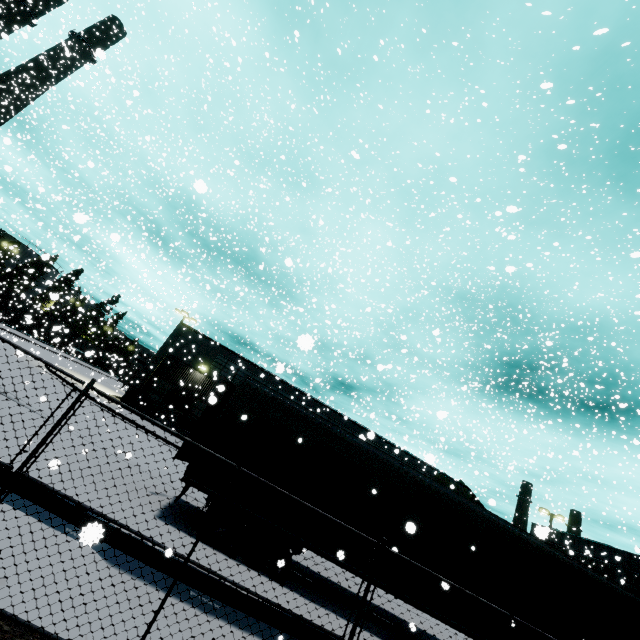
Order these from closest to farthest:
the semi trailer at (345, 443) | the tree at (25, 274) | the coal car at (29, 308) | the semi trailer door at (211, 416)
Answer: the semi trailer at (345, 443) < the semi trailer door at (211, 416) < the coal car at (29, 308) < the tree at (25, 274)

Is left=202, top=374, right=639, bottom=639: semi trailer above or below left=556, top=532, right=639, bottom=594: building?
below

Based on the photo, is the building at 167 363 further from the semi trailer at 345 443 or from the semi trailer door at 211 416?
the semi trailer door at 211 416

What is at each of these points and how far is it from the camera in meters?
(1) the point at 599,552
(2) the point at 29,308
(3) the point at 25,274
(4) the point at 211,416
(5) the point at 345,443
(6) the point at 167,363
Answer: (1) building, 53.6 m
(2) coal car, 48.0 m
(3) tree, 59.2 m
(4) semi trailer door, 9.8 m
(5) semi trailer, 8.6 m
(6) building, 26.4 m

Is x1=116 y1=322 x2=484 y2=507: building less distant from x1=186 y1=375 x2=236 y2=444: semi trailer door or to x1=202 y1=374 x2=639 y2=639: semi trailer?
x1=202 y1=374 x2=639 y2=639: semi trailer

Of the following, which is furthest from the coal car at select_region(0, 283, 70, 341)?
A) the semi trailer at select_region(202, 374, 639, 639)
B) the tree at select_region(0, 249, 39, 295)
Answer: the tree at select_region(0, 249, 39, 295)

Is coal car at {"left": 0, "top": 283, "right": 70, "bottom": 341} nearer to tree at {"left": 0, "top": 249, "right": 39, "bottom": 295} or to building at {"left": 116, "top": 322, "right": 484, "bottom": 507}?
building at {"left": 116, "top": 322, "right": 484, "bottom": 507}

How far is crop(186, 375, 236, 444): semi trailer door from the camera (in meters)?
9.25
